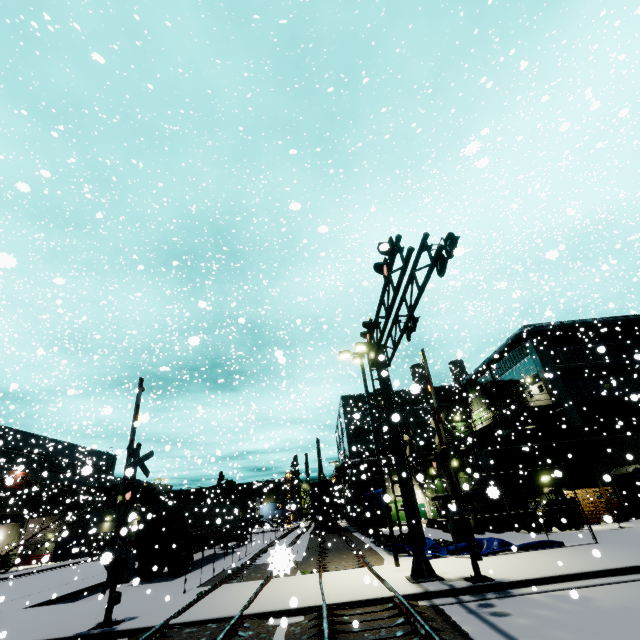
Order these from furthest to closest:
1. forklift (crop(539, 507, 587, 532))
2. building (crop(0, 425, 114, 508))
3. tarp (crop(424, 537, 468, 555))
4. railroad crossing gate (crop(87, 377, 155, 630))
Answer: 1. building (crop(0, 425, 114, 508))
2. forklift (crop(539, 507, 587, 532))
3. tarp (crop(424, 537, 468, 555))
4. railroad crossing gate (crop(87, 377, 155, 630))

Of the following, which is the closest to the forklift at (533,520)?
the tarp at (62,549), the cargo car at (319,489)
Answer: the cargo car at (319,489)

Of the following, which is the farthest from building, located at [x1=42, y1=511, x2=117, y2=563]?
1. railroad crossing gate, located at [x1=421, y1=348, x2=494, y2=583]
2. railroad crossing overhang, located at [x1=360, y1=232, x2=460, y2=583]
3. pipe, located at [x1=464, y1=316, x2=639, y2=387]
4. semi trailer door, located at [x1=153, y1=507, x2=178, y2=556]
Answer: railroad crossing gate, located at [x1=421, y1=348, x2=494, y2=583]

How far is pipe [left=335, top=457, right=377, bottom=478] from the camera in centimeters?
3694cm

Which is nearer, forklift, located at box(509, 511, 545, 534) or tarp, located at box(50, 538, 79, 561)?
forklift, located at box(509, 511, 545, 534)

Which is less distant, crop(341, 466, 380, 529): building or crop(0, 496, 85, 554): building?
crop(341, 466, 380, 529): building

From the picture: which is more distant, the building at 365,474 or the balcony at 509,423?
the building at 365,474

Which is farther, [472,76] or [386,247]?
[472,76]
